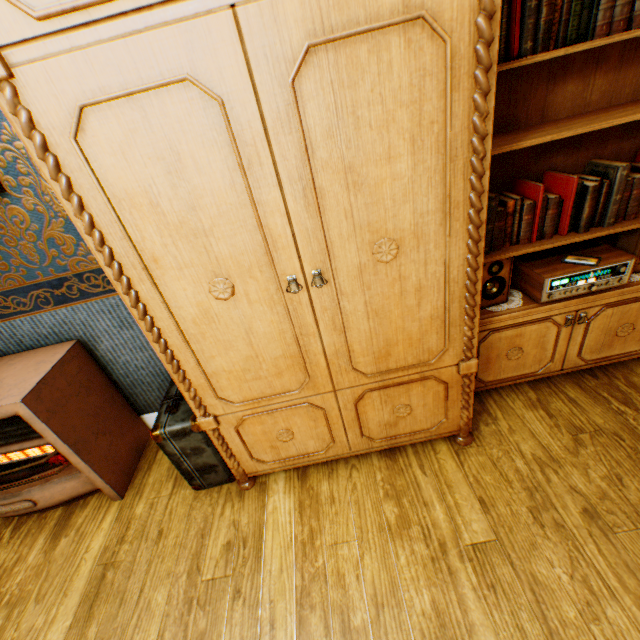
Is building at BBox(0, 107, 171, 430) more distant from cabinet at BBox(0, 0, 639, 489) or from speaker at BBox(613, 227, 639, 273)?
speaker at BBox(613, 227, 639, 273)

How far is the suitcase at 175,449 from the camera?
1.64m

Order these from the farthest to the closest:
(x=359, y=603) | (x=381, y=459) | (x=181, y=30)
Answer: (x=381, y=459) → (x=359, y=603) → (x=181, y=30)

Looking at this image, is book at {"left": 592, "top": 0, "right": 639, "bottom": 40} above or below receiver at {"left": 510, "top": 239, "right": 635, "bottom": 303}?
above

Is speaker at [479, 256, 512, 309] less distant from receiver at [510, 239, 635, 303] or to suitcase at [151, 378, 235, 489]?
receiver at [510, 239, 635, 303]

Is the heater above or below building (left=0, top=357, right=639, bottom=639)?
above

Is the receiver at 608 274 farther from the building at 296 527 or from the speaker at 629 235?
the building at 296 527

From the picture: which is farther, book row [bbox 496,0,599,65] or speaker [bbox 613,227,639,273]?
speaker [bbox 613,227,639,273]
